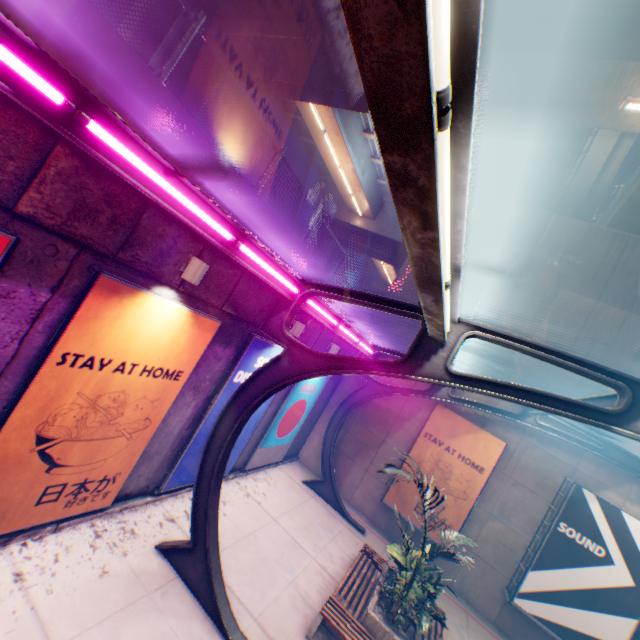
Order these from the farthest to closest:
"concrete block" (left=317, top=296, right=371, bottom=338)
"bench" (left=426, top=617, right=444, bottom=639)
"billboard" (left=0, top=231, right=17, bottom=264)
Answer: "concrete block" (left=317, top=296, right=371, bottom=338) < "bench" (left=426, top=617, right=444, bottom=639) < "billboard" (left=0, top=231, right=17, bottom=264)

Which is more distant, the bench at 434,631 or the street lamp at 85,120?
the bench at 434,631

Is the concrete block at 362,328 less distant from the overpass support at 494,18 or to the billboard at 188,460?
the billboard at 188,460

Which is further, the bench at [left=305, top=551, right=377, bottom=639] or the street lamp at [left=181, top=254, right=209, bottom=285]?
the bench at [left=305, top=551, right=377, bottom=639]

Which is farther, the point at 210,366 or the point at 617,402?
the point at 210,366

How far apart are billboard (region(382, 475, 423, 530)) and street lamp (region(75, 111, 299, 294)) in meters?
10.8 m

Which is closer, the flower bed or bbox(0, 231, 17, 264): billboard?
bbox(0, 231, 17, 264): billboard

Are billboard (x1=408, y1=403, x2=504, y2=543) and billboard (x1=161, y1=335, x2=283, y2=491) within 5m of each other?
no
